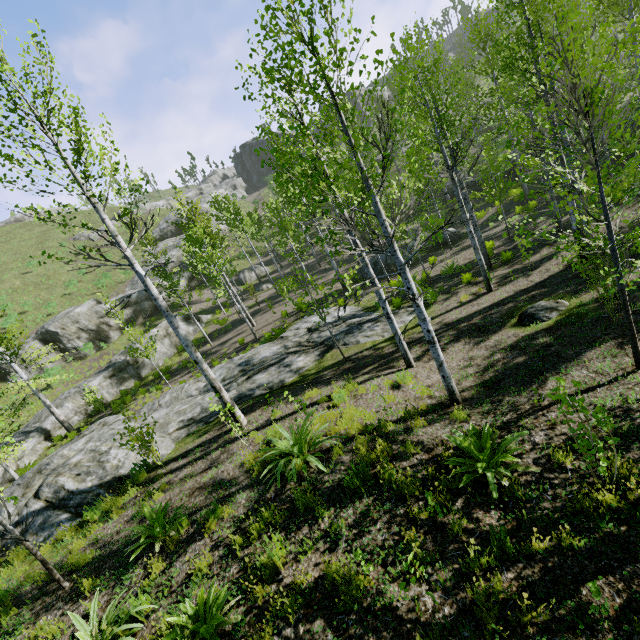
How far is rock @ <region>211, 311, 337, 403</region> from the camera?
11.72m

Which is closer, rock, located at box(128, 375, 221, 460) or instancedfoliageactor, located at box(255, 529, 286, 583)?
instancedfoliageactor, located at box(255, 529, 286, 583)

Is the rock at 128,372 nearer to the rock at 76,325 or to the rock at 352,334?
the rock at 76,325

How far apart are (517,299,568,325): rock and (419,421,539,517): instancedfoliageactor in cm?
466

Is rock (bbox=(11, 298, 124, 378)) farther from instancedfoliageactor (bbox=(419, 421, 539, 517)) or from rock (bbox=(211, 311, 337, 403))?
instancedfoliageactor (bbox=(419, 421, 539, 517))

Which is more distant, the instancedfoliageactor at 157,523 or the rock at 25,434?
the rock at 25,434

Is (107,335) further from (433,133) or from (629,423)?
(629,423)

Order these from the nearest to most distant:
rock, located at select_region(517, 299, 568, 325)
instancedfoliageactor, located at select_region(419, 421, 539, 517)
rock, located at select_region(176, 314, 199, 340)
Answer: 1. instancedfoliageactor, located at select_region(419, 421, 539, 517)
2. rock, located at select_region(517, 299, 568, 325)
3. rock, located at select_region(176, 314, 199, 340)
